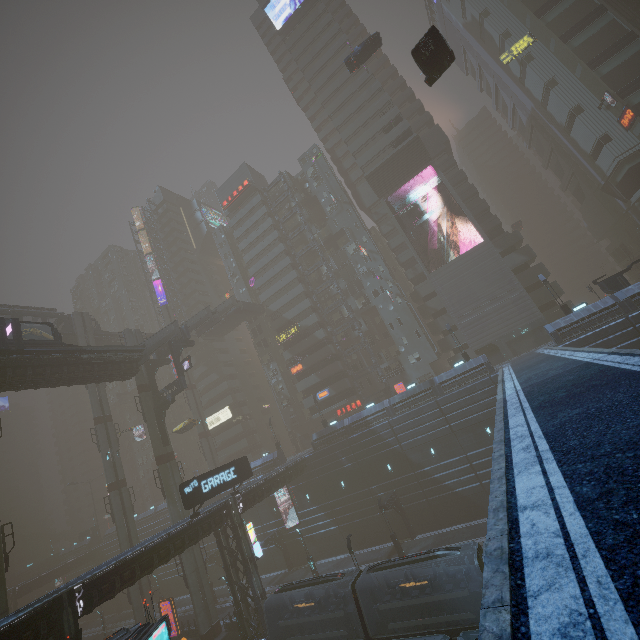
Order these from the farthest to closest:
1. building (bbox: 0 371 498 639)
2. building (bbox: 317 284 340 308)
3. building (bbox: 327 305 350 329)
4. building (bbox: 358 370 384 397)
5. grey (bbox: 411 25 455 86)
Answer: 1. building (bbox: 317 284 340 308)
2. building (bbox: 327 305 350 329)
3. building (bbox: 358 370 384 397)
4. building (bbox: 0 371 498 639)
5. grey (bbox: 411 25 455 86)

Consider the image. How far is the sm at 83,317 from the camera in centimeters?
4806cm

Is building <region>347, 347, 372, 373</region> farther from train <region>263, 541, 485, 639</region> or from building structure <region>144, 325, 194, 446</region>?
building structure <region>144, 325, 194, 446</region>

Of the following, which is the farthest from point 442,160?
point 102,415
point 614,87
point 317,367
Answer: point 102,415

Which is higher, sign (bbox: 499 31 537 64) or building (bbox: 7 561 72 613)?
sign (bbox: 499 31 537 64)

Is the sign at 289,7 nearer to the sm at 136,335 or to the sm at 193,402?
the sm at 193,402

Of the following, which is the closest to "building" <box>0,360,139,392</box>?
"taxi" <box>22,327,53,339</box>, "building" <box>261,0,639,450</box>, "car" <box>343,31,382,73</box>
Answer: "taxi" <box>22,327,53,339</box>

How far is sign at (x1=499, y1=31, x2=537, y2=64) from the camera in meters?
49.9 m
